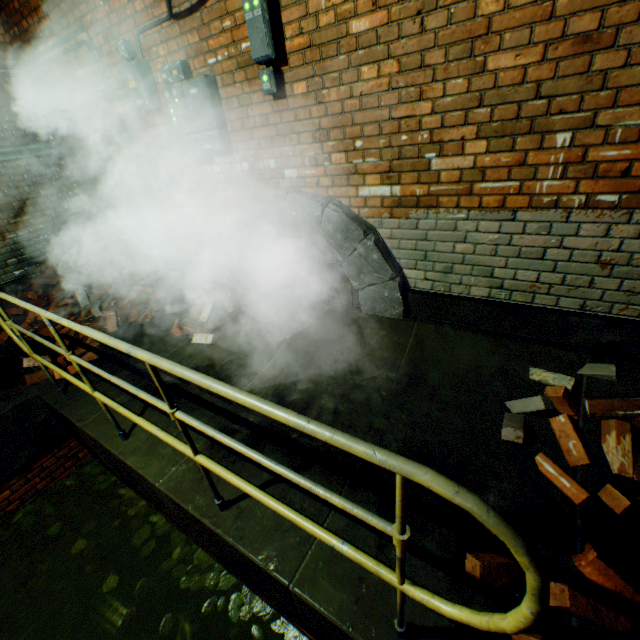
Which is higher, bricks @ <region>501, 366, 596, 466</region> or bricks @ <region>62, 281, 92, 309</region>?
bricks @ <region>62, 281, 92, 309</region>

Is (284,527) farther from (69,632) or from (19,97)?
(19,97)

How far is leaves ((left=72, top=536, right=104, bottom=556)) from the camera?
3.2 meters

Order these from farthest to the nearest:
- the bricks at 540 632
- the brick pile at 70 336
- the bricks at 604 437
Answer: the brick pile at 70 336 → the bricks at 604 437 → the bricks at 540 632

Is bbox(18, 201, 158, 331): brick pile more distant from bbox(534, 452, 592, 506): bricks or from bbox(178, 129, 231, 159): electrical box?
bbox(534, 452, 592, 506): bricks

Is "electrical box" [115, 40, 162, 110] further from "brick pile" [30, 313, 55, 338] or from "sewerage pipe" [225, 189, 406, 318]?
"brick pile" [30, 313, 55, 338]

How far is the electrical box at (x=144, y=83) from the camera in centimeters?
327cm

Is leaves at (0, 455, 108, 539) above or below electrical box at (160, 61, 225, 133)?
below
